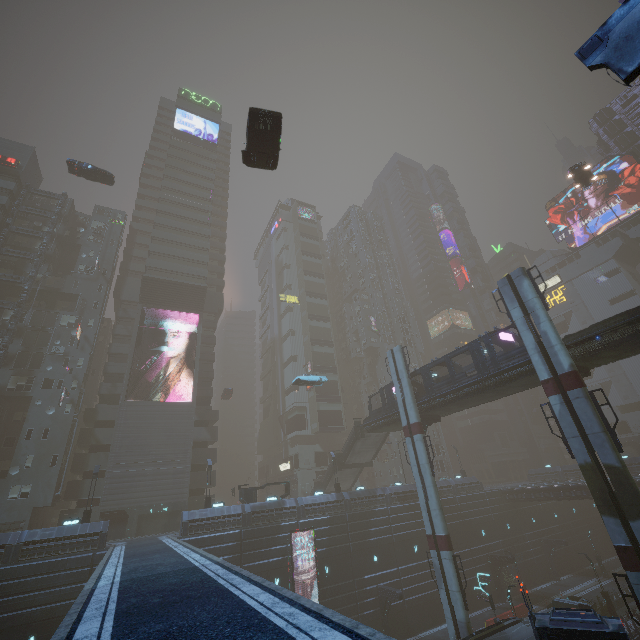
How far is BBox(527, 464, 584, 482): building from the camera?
52.91m

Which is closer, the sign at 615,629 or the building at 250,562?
the sign at 615,629

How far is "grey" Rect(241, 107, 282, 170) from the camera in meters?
17.3

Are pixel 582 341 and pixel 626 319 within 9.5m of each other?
yes

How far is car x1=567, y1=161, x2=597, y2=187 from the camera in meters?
35.7 m

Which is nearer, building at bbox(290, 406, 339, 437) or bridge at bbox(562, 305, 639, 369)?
bridge at bbox(562, 305, 639, 369)

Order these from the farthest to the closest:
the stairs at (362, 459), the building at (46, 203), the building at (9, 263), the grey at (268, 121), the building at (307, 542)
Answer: the building at (46, 203)
the building at (9, 263)
the stairs at (362, 459)
the building at (307, 542)
the grey at (268, 121)

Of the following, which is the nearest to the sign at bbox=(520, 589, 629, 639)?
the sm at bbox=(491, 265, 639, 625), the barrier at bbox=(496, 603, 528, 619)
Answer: the sm at bbox=(491, 265, 639, 625)
